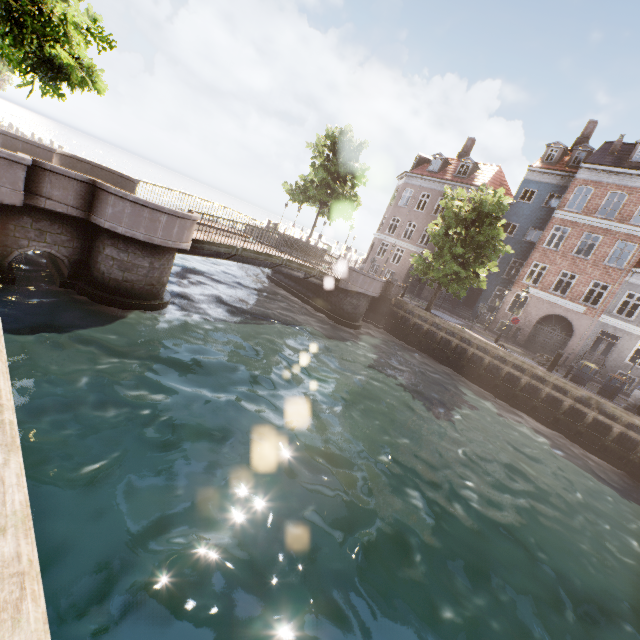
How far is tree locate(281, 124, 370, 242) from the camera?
25.3 meters

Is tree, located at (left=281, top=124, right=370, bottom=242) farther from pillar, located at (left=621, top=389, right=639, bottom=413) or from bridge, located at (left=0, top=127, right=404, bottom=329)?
pillar, located at (left=621, top=389, right=639, bottom=413)

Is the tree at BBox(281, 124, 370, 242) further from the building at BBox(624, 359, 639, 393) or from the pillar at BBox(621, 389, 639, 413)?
the building at BBox(624, 359, 639, 393)

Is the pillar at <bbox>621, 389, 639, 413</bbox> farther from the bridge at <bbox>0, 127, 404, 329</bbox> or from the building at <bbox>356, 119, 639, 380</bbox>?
the bridge at <bbox>0, 127, 404, 329</bbox>

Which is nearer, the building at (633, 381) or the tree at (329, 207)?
the building at (633, 381)

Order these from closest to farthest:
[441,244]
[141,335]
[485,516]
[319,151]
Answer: [485,516], [141,335], [441,244], [319,151]

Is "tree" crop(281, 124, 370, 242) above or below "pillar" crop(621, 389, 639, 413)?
above
